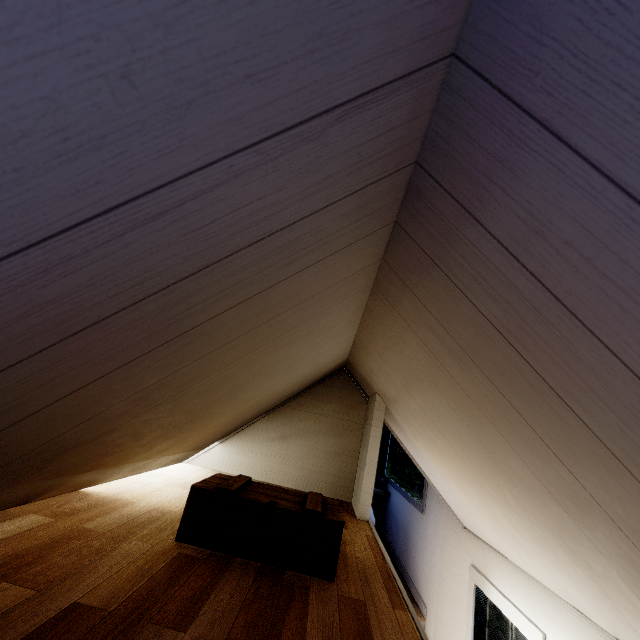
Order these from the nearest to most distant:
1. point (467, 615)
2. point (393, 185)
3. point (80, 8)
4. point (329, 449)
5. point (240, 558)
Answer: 1. point (80, 8)
2. point (393, 185)
3. point (240, 558)
4. point (467, 615)
5. point (329, 449)
